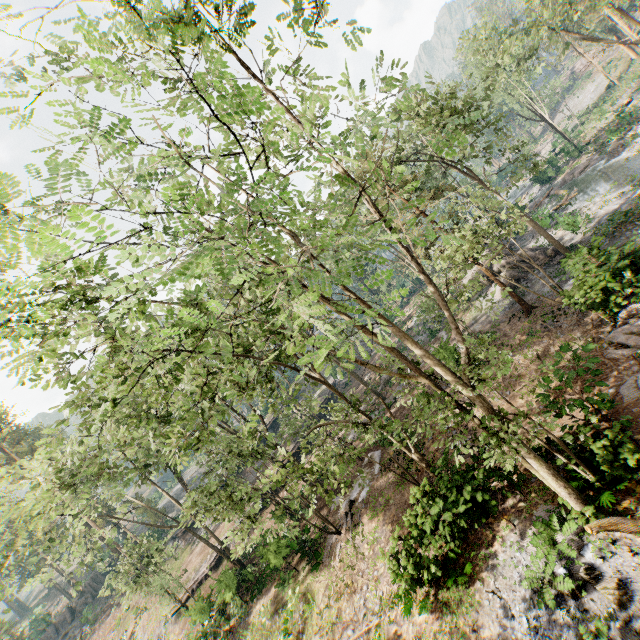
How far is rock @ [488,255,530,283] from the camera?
25.1m

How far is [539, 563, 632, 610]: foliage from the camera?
8.1 meters

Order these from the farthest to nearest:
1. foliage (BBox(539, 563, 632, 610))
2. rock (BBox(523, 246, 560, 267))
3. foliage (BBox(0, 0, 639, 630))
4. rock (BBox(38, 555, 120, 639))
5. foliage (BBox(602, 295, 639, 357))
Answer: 1. rock (BBox(38, 555, 120, 639))
2. rock (BBox(523, 246, 560, 267))
3. foliage (BBox(602, 295, 639, 357))
4. foliage (BBox(539, 563, 632, 610))
5. foliage (BBox(0, 0, 639, 630))

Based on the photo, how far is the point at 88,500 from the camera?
22.3m

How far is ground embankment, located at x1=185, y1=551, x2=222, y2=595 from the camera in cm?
3050

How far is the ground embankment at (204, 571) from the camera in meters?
30.5

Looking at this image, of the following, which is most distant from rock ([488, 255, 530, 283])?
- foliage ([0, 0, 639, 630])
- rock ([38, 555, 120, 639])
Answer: rock ([38, 555, 120, 639])

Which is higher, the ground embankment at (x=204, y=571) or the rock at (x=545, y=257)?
the ground embankment at (x=204, y=571)
